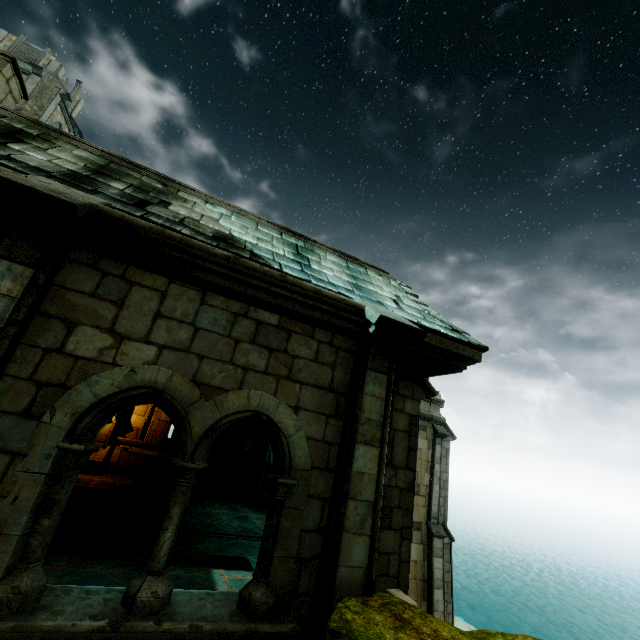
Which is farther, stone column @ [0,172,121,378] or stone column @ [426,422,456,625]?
stone column @ [426,422,456,625]

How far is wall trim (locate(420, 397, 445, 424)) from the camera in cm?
1751

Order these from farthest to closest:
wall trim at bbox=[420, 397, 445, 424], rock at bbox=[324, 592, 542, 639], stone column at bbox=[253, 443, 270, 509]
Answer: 1. wall trim at bbox=[420, 397, 445, 424]
2. stone column at bbox=[253, 443, 270, 509]
3. rock at bbox=[324, 592, 542, 639]

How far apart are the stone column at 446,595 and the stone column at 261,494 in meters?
8.7 m

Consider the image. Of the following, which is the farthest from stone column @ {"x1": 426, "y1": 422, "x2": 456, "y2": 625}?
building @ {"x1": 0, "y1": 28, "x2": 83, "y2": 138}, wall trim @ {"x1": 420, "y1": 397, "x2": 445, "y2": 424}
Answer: building @ {"x1": 0, "y1": 28, "x2": 83, "y2": 138}

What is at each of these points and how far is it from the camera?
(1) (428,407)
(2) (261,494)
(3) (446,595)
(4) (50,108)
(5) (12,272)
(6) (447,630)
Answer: (1) wall trim, 17.9m
(2) stone column, 11.9m
(3) stone column, 15.4m
(4) building, 26.7m
(5) stone column, 2.9m
(6) rock, 2.9m

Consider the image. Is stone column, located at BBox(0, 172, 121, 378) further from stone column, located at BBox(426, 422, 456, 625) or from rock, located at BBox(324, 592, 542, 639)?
stone column, located at BBox(426, 422, 456, 625)

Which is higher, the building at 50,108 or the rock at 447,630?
the building at 50,108
